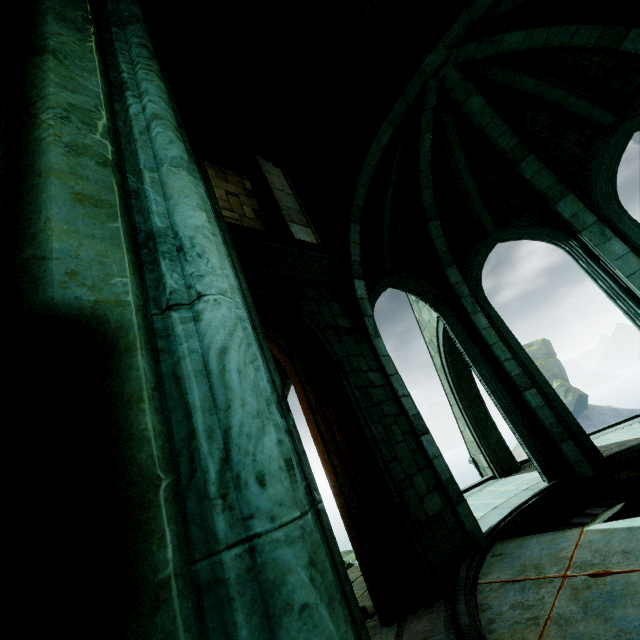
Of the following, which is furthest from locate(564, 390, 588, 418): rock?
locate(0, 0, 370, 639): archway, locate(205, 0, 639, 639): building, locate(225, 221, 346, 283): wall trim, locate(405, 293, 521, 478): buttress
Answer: locate(0, 0, 370, 639): archway

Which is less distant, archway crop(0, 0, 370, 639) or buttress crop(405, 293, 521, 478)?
archway crop(0, 0, 370, 639)

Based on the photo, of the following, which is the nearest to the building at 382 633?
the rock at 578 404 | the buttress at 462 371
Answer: the buttress at 462 371

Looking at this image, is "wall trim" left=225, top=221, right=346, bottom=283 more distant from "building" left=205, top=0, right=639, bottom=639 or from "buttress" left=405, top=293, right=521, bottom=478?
"buttress" left=405, top=293, right=521, bottom=478

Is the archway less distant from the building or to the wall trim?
the building

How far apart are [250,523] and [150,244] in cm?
86

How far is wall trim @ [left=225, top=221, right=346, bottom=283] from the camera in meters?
5.5 m

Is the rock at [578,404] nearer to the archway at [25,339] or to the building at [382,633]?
the building at [382,633]
